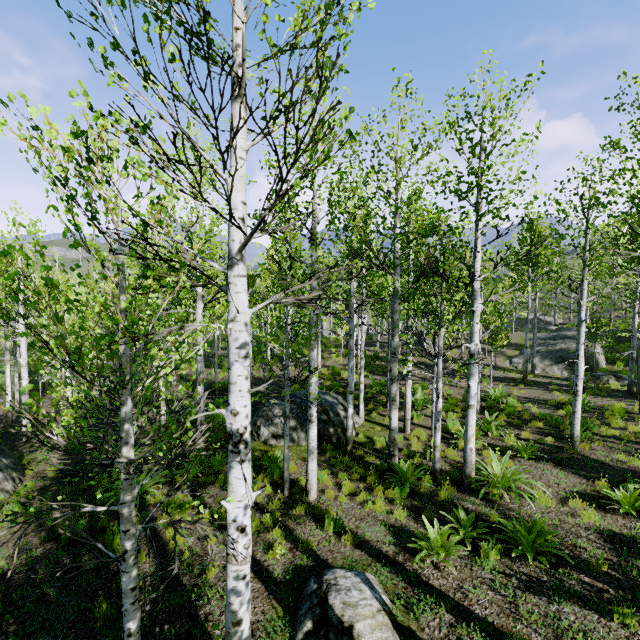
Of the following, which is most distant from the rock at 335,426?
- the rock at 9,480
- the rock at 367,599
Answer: the rock at 9,480

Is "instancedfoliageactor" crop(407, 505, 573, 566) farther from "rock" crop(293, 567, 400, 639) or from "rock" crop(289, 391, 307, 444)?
"rock" crop(289, 391, 307, 444)

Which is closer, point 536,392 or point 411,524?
point 411,524

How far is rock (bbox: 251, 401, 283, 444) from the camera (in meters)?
11.71

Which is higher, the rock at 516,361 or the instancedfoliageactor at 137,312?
the instancedfoliageactor at 137,312

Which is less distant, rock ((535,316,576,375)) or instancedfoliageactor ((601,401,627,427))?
instancedfoliageactor ((601,401,627,427))

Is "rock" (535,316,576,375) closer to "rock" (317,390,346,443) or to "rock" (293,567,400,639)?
"rock" (317,390,346,443)

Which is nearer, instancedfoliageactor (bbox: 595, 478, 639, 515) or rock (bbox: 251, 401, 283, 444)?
instancedfoliageactor (bbox: 595, 478, 639, 515)
